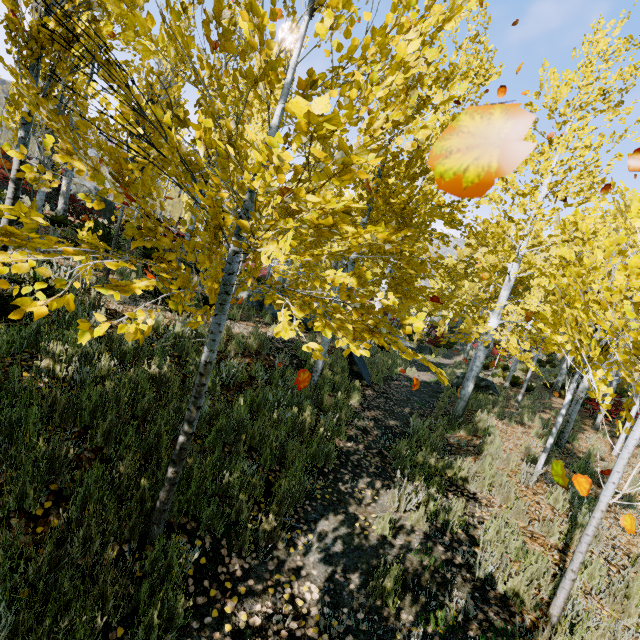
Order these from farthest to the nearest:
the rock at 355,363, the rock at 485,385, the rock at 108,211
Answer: the rock at 108,211 < the rock at 485,385 < the rock at 355,363

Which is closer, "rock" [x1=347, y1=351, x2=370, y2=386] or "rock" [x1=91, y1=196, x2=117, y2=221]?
"rock" [x1=347, y1=351, x2=370, y2=386]

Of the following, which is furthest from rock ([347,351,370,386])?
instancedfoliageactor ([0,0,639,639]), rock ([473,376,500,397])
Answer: rock ([473,376,500,397])

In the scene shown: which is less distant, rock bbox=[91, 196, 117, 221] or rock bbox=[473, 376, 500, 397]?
rock bbox=[473, 376, 500, 397]

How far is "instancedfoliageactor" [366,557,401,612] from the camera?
2.9m

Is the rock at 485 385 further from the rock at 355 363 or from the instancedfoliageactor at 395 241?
the rock at 355 363

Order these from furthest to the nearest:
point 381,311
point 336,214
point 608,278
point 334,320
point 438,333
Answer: point 438,333, point 381,311, point 608,278, point 334,320, point 336,214

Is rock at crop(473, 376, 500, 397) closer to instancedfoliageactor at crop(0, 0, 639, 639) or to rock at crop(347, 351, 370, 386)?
instancedfoliageactor at crop(0, 0, 639, 639)
